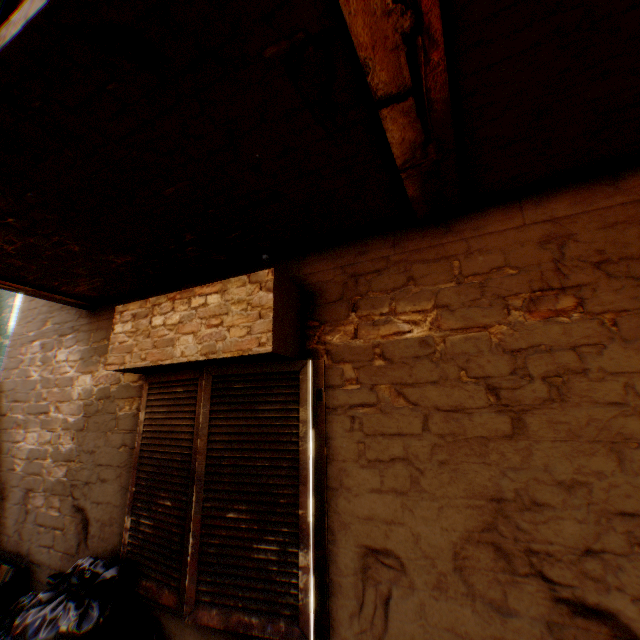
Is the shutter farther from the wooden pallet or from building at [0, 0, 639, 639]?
the wooden pallet

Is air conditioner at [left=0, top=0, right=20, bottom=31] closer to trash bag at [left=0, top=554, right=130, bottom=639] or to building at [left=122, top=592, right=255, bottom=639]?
building at [left=122, top=592, right=255, bottom=639]

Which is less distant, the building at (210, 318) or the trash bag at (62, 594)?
the building at (210, 318)

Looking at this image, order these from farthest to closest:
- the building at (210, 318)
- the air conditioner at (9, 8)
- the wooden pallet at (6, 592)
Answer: the wooden pallet at (6, 592), the air conditioner at (9, 8), the building at (210, 318)

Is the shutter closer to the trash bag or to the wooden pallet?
the trash bag

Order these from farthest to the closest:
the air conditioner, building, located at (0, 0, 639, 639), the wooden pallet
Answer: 1. the wooden pallet
2. the air conditioner
3. building, located at (0, 0, 639, 639)

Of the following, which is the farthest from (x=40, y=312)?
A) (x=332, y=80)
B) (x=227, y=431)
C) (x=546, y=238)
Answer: (x=546, y=238)
